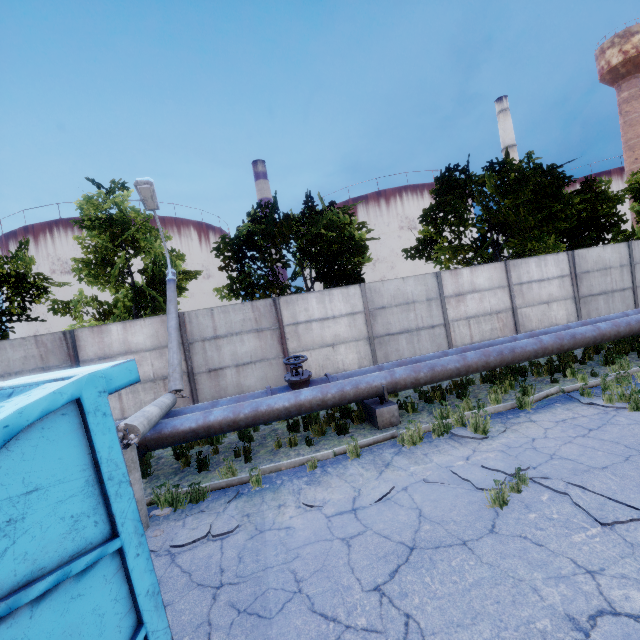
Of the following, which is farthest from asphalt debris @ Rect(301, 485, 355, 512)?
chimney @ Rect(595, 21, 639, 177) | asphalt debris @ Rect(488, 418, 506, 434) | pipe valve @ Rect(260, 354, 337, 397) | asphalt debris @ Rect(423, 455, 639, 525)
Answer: chimney @ Rect(595, 21, 639, 177)

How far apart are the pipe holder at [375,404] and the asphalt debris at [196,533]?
3.38m

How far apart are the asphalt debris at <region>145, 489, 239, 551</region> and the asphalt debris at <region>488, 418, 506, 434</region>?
4.26m

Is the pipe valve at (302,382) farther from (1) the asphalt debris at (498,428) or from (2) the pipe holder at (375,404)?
(1) the asphalt debris at (498,428)

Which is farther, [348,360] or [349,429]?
[348,360]

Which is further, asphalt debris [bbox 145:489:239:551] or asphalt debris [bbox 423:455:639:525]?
asphalt debris [bbox 145:489:239:551]

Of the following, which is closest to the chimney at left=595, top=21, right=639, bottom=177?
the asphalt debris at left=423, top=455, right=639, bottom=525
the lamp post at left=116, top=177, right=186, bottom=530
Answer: the asphalt debris at left=423, top=455, right=639, bottom=525

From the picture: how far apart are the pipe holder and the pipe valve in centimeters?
75cm
